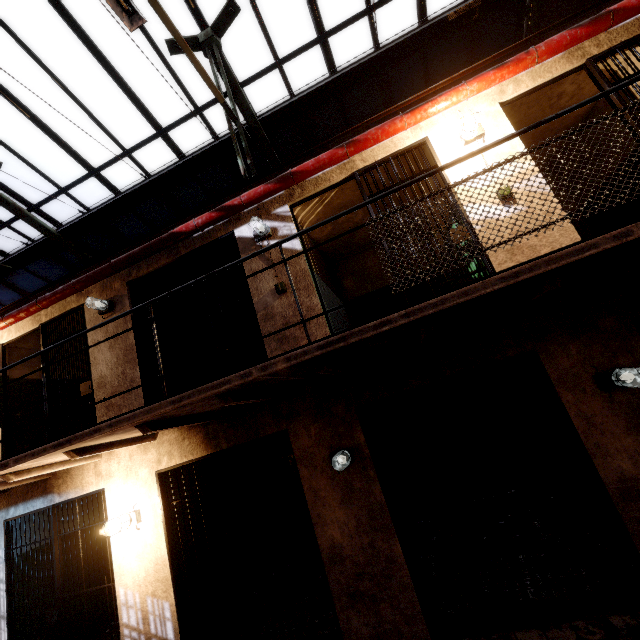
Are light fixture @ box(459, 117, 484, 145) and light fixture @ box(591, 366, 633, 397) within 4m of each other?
yes

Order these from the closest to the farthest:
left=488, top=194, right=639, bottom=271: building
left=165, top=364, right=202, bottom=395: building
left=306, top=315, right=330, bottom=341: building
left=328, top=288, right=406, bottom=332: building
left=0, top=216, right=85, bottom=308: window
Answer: left=488, top=194, right=639, bottom=271: building
left=306, top=315, right=330, bottom=341: building
left=165, top=364, right=202, bottom=395: building
left=328, top=288, right=406, bottom=332: building
left=0, top=216, right=85, bottom=308: window

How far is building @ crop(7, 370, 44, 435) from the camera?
5.8 meters

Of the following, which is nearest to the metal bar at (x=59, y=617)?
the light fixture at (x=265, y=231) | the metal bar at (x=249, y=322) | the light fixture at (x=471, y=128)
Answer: the metal bar at (x=249, y=322)

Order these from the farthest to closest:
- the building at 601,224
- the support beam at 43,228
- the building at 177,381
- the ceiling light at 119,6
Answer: the support beam at 43,228 < the building at 177,381 < the building at 601,224 < the ceiling light at 119,6

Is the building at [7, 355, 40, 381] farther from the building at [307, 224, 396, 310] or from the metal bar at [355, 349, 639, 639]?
the metal bar at [355, 349, 639, 639]

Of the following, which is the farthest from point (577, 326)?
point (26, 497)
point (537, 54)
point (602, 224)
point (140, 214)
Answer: point (140, 214)

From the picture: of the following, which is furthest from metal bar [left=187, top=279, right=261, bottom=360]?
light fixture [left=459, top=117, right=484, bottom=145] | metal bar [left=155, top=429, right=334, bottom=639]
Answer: light fixture [left=459, top=117, right=484, bottom=145]
